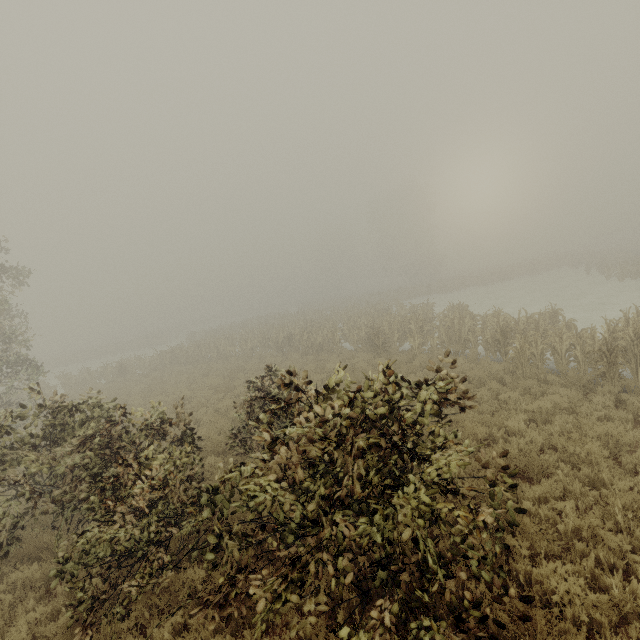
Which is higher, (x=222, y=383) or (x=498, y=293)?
(x=222, y=383)
